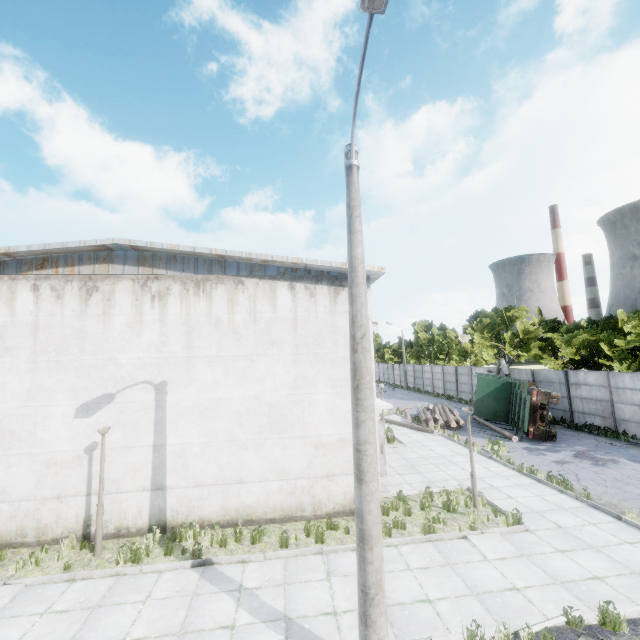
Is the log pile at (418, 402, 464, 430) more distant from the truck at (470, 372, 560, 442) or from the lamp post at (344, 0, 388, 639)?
the lamp post at (344, 0, 388, 639)

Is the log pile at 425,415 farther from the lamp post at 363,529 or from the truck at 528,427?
the lamp post at 363,529

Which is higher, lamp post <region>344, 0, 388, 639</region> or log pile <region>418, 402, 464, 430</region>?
A: lamp post <region>344, 0, 388, 639</region>

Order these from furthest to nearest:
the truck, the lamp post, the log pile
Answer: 1. the log pile
2. the truck
3. the lamp post

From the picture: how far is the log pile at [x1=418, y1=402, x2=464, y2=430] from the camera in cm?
2123

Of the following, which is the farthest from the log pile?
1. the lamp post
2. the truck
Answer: the lamp post

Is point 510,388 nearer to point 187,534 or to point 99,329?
point 187,534

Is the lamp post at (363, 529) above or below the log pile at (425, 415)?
above
